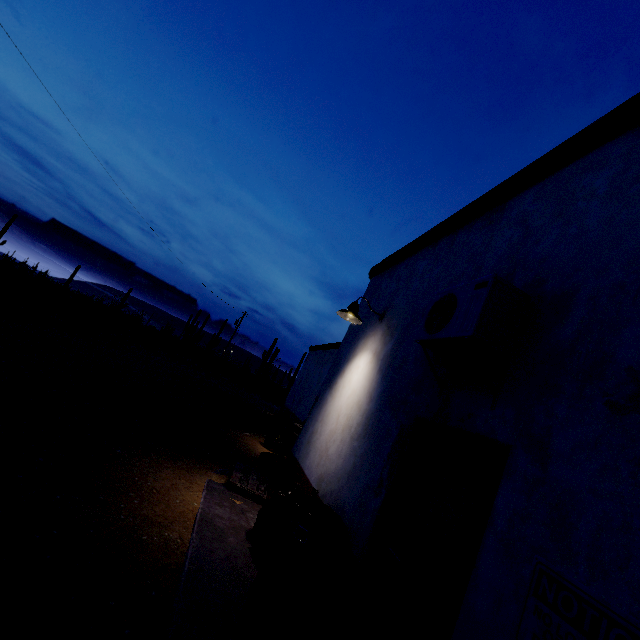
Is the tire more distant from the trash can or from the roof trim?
the trash can

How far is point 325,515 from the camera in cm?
354

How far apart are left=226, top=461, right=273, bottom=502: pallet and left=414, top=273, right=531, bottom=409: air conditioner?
3.7 meters

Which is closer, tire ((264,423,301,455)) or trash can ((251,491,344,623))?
trash can ((251,491,344,623))

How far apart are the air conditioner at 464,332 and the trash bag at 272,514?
2.02m

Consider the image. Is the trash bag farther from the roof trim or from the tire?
the tire

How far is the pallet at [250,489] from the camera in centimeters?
521cm

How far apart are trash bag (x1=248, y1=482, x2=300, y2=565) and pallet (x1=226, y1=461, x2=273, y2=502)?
0.71m
